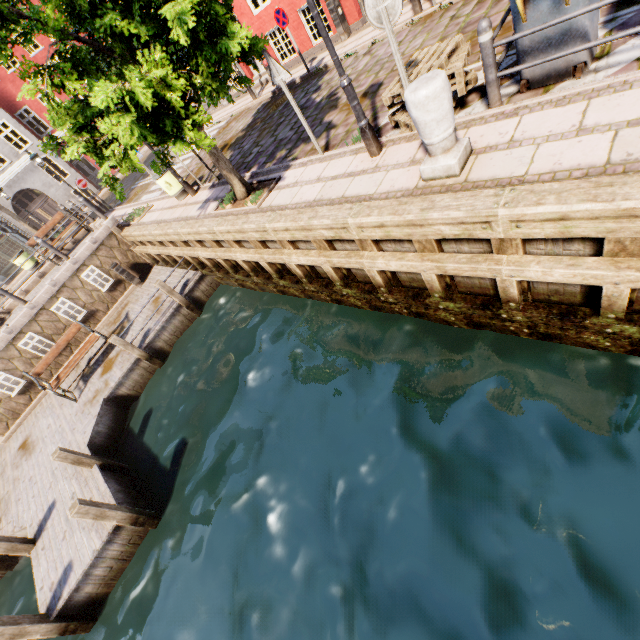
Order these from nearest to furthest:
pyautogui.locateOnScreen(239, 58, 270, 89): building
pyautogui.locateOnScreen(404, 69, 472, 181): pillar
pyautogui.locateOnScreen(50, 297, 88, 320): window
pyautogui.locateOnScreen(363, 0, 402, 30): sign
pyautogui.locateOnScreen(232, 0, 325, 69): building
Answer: pyautogui.locateOnScreen(404, 69, 472, 181): pillar, pyautogui.locateOnScreen(363, 0, 402, 30): sign, pyautogui.locateOnScreen(50, 297, 88, 320): window, pyautogui.locateOnScreen(232, 0, 325, 69): building, pyautogui.locateOnScreen(239, 58, 270, 89): building

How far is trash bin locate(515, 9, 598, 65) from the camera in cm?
369

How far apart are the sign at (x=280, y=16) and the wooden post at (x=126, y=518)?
14.1m

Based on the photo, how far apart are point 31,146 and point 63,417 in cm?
2393

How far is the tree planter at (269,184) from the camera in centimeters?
700cm

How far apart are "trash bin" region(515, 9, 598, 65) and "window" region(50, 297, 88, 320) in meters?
14.1 m

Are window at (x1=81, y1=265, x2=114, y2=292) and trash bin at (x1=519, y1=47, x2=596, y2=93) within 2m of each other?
no

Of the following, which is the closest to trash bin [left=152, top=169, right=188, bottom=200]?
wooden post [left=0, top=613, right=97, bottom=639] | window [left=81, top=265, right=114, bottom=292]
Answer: window [left=81, top=265, right=114, bottom=292]
